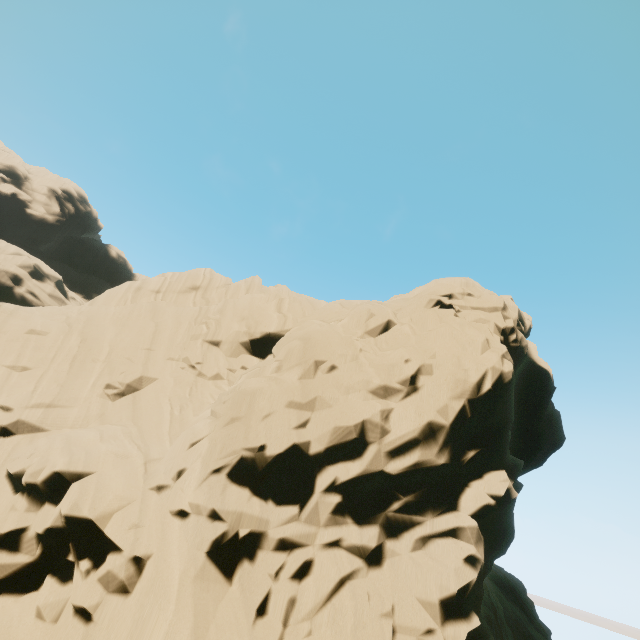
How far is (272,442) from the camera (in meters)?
11.13
